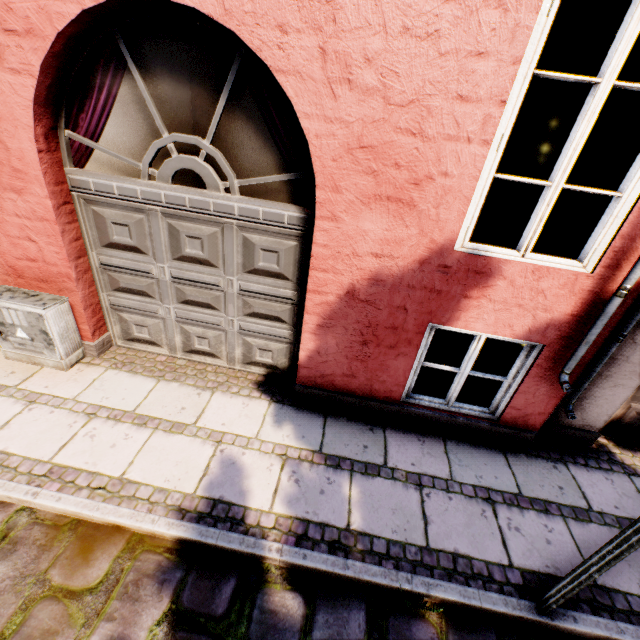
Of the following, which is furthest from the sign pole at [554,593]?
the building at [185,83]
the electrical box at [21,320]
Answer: the electrical box at [21,320]

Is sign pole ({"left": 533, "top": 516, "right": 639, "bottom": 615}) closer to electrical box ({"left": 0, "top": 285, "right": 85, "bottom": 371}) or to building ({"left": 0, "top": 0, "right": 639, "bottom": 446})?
building ({"left": 0, "top": 0, "right": 639, "bottom": 446})

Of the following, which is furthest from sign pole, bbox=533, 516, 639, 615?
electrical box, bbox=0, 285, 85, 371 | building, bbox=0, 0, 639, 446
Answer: electrical box, bbox=0, 285, 85, 371

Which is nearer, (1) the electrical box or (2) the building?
(2) the building

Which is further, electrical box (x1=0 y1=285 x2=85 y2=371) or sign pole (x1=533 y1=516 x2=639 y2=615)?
electrical box (x1=0 y1=285 x2=85 y2=371)

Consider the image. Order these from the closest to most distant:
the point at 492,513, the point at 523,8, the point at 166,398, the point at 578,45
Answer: the point at 523,8, the point at 492,513, the point at 166,398, the point at 578,45

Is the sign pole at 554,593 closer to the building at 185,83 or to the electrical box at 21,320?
the building at 185,83
